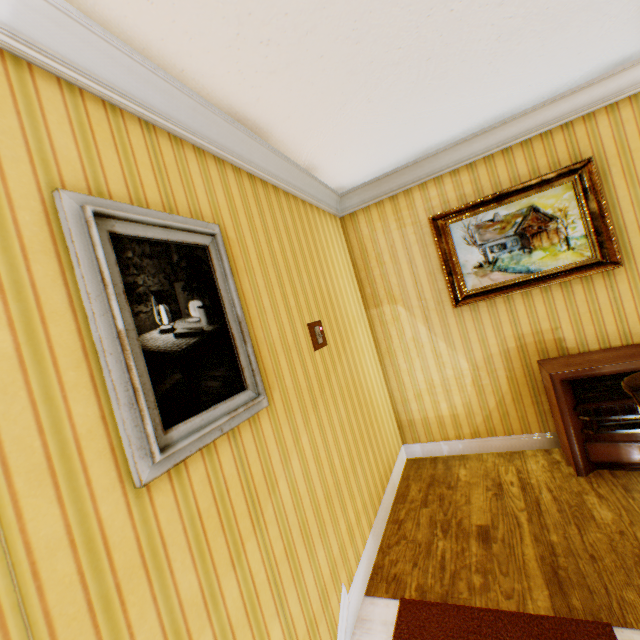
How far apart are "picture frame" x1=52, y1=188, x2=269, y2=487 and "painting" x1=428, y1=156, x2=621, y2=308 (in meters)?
2.41

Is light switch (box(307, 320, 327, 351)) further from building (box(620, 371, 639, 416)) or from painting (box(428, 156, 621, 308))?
painting (box(428, 156, 621, 308))

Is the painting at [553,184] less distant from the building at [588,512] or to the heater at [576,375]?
the building at [588,512]

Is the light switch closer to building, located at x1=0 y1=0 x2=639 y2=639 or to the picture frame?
building, located at x1=0 y1=0 x2=639 y2=639

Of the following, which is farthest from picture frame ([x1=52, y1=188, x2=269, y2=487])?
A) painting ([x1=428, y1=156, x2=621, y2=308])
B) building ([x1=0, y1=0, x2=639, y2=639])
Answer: painting ([x1=428, y1=156, x2=621, y2=308])

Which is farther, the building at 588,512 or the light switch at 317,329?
the light switch at 317,329

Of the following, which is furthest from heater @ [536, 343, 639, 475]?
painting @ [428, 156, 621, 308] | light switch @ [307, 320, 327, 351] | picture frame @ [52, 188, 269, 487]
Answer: picture frame @ [52, 188, 269, 487]

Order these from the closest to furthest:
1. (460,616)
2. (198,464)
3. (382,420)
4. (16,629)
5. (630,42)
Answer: (16,629) < (198,464) < (460,616) < (630,42) < (382,420)
